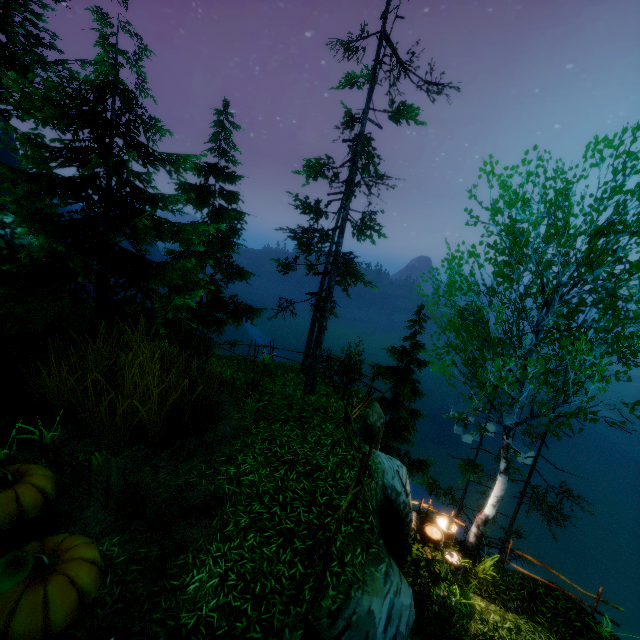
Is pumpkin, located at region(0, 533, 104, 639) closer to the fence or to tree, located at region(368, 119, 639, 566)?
the fence

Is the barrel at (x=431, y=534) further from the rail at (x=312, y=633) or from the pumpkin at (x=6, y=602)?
the pumpkin at (x=6, y=602)

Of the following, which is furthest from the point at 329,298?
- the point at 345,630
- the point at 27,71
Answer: the point at 27,71

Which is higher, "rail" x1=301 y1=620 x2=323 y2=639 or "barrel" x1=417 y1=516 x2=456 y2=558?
"rail" x1=301 y1=620 x2=323 y2=639

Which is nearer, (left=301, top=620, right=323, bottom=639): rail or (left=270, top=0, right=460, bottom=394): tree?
(left=301, top=620, right=323, bottom=639): rail

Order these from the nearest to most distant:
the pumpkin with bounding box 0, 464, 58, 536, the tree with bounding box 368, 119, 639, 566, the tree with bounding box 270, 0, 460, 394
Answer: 1. the pumpkin with bounding box 0, 464, 58, 536
2. the tree with bounding box 368, 119, 639, 566
3. the tree with bounding box 270, 0, 460, 394

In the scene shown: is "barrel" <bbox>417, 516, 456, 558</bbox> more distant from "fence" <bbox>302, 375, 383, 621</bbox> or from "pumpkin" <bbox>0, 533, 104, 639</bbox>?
"pumpkin" <bbox>0, 533, 104, 639</bbox>

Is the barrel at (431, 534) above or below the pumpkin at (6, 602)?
below
